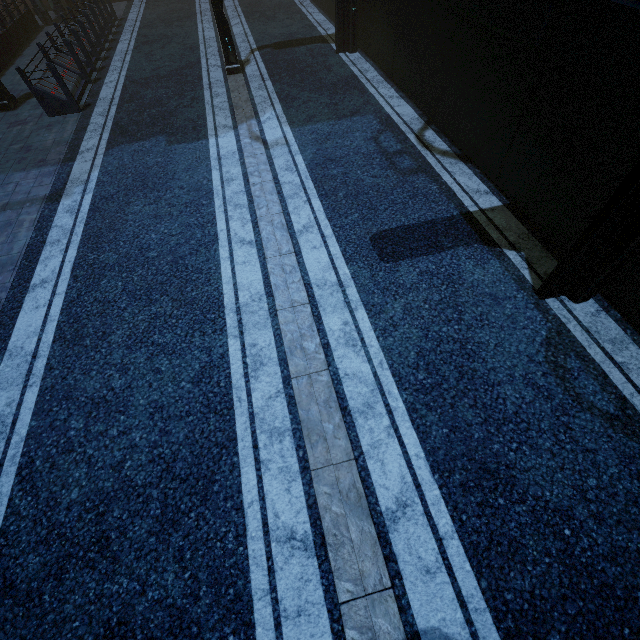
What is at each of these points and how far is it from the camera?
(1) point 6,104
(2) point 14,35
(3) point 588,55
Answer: (1) street light, 10.4 meters
(2) building, 14.2 meters
(3) building, 4.3 meters

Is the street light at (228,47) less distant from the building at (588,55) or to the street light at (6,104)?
the building at (588,55)

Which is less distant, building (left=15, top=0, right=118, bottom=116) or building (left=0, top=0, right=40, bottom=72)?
building (left=15, top=0, right=118, bottom=116)

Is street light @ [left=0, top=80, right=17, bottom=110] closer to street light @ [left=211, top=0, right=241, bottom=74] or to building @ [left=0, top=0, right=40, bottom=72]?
building @ [left=0, top=0, right=40, bottom=72]

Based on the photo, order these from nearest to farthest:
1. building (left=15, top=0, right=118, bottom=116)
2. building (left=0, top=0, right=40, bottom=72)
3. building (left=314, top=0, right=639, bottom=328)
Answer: building (left=314, top=0, right=639, bottom=328)
building (left=15, top=0, right=118, bottom=116)
building (left=0, top=0, right=40, bottom=72)

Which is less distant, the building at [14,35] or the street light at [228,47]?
the street light at [228,47]

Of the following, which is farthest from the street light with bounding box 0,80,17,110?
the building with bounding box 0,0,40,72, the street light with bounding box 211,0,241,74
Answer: the street light with bounding box 211,0,241,74
